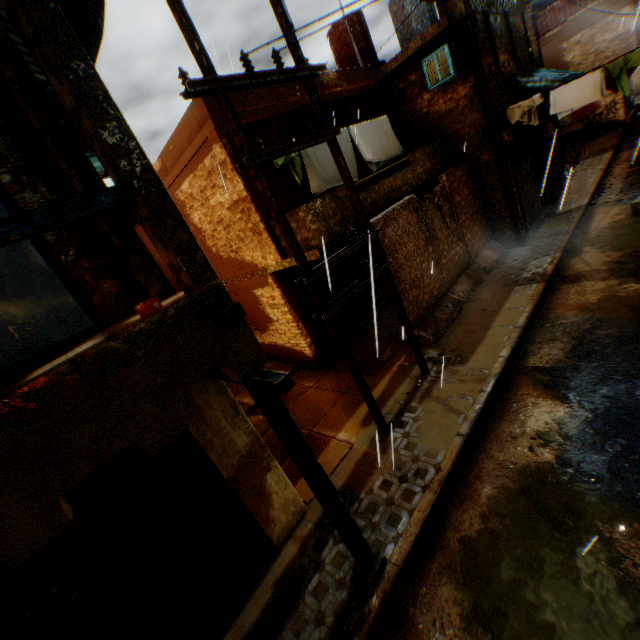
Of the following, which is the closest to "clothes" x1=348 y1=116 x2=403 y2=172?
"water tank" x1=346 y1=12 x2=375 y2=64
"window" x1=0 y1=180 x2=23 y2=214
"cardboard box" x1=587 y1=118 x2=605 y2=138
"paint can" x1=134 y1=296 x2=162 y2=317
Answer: "paint can" x1=134 y1=296 x2=162 y2=317

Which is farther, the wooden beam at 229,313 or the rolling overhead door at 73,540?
the rolling overhead door at 73,540

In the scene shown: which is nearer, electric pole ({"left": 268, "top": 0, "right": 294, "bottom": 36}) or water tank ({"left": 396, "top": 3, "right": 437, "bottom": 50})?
electric pole ({"left": 268, "top": 0, "right": 294, "bottom": 36})

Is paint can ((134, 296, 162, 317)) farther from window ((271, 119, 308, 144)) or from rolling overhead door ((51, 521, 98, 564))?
window ((271, 119, 308, 144))

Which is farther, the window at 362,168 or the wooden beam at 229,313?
the window at 362,168

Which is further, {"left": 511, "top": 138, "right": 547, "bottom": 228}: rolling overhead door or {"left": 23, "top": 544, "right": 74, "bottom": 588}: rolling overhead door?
{"left": 511, "top": 138, "right": 547, "bottom": 228}: rolling overhead door

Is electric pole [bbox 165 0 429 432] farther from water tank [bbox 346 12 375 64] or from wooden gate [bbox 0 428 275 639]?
water tank [bbox 346 12 375 64]

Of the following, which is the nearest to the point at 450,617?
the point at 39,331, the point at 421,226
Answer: the point at 421,226
